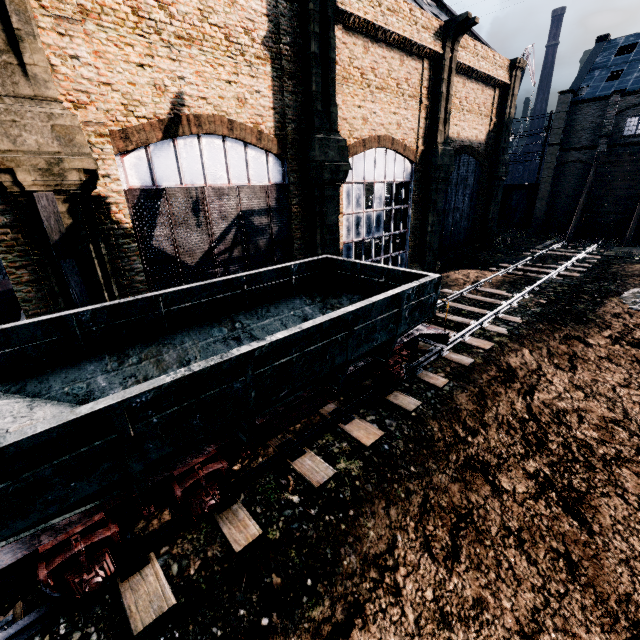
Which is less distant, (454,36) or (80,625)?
(80,625)

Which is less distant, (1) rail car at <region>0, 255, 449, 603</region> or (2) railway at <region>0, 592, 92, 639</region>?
(1) rail car at <region>0, 255, 449, 603</region>

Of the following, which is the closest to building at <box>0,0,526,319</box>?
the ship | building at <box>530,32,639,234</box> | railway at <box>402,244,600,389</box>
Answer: railway at <box>402,244,600,389</box>

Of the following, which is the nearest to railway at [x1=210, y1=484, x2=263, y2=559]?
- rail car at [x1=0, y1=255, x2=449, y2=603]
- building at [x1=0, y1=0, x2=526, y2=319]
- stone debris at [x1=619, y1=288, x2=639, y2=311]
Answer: rail car at [x1=0, y1=255, x2=449, y2=603]

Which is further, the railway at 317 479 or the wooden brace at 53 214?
the wooden brace at 53 214

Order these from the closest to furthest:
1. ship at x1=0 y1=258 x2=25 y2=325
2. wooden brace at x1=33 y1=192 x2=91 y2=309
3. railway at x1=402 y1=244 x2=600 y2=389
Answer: wooden brace at x1=33 y1=192 x2=91 y2=309 → railway at x1=402 y1=244 x2=600 y2=389 → ship at x1=0 y1=258 x2=25 y2=325

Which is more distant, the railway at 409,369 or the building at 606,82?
the building at 606,82

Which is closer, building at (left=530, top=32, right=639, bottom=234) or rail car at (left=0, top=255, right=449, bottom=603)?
rail car at (left=0, top=255, right=449, bottom=603)
